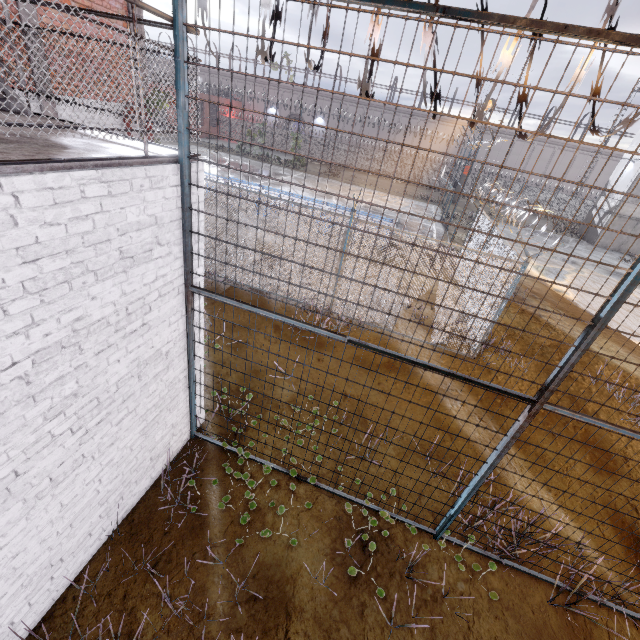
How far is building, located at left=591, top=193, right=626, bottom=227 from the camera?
26.3m

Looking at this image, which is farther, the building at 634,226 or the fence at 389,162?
the building at 634,226

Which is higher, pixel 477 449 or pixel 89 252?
pixel 89 252

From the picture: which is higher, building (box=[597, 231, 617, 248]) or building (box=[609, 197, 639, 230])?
building (box=[609, 197, 639, 230])

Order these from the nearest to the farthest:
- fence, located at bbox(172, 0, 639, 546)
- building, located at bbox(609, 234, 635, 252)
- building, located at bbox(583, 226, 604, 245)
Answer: fence, located at bbox(172, 0, 639, 546) → building, located at bbox(609, 234, 635, 252) → building, located at bbox(583, 226, 604, 245)

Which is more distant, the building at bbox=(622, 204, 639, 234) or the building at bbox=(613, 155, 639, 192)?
the building at bbox=(622, 204, 639, 234)
